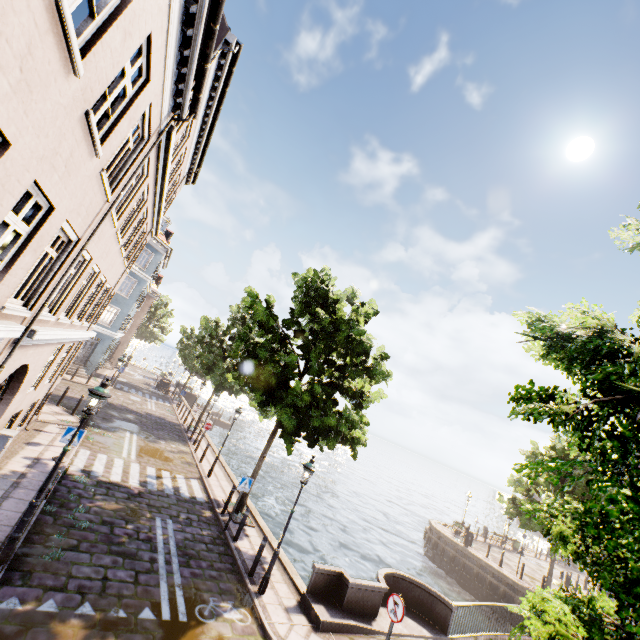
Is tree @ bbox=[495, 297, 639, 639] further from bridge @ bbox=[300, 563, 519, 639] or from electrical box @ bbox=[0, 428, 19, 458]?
electrical box @ bbox=[0, 428, 19, 458]

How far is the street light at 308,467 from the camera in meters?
9.1

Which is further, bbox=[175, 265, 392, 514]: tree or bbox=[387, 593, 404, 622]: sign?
bbox=[175, 265, 392, 514]: tree

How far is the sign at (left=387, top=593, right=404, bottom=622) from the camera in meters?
7.6 m

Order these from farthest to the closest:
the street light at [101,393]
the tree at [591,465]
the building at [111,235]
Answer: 1. the street light at [101,393]
2. the building at [111,235]
3. the tree at [591,465]

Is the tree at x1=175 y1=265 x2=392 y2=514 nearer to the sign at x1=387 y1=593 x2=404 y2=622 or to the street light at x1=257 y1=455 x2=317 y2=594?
the street light at x1=257 y1=455 x2=317 y2=594

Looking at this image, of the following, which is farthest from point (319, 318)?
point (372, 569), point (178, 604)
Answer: point (372, 569)

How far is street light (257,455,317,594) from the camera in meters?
9.1 m
